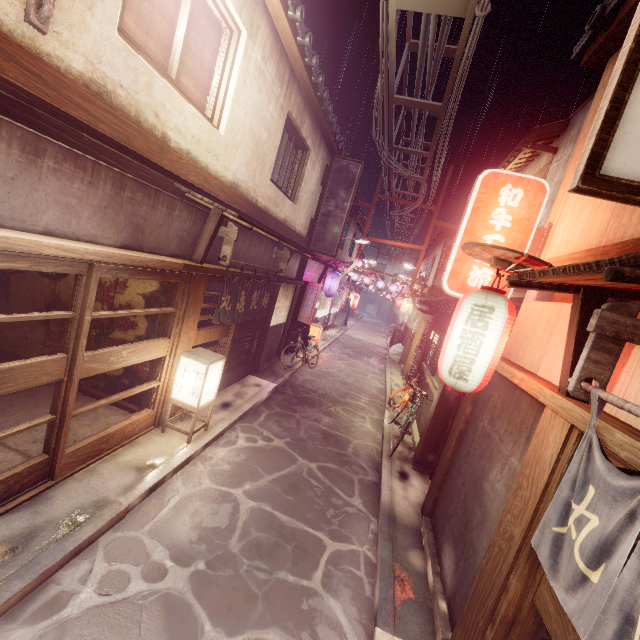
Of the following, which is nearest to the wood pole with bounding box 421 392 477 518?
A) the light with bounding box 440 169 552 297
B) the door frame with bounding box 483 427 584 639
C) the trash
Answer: the light with bounding box 440 169 552 297

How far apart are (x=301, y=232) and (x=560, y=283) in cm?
1549

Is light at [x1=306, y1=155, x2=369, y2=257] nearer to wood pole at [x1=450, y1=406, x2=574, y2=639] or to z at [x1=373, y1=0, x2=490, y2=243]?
z at [x1=373, y1=0, x2=490, y2=243]

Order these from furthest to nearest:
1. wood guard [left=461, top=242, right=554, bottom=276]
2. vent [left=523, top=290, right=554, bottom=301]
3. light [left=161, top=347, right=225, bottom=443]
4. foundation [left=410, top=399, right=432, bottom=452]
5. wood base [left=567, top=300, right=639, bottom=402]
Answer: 1. foundation [left=410, top=399, right=432, bottom=452]
2. light [left=161, top=347, right=225, bottom=443]
3. vent [left=523, top=290, right=554, bottom=301]
4. wood guard [left=461, top=242, right=554, bottom=276]
5. wood base [left=567, top=300, right=639, bottom=402]

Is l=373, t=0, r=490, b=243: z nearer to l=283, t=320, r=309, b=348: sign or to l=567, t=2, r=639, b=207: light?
l=567, t=2, r=639, b=207: light

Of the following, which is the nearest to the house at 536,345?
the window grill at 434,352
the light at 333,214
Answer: the window grill at 434,352

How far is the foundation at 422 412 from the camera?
14.8 meters

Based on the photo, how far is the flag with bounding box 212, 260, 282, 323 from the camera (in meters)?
11.35
